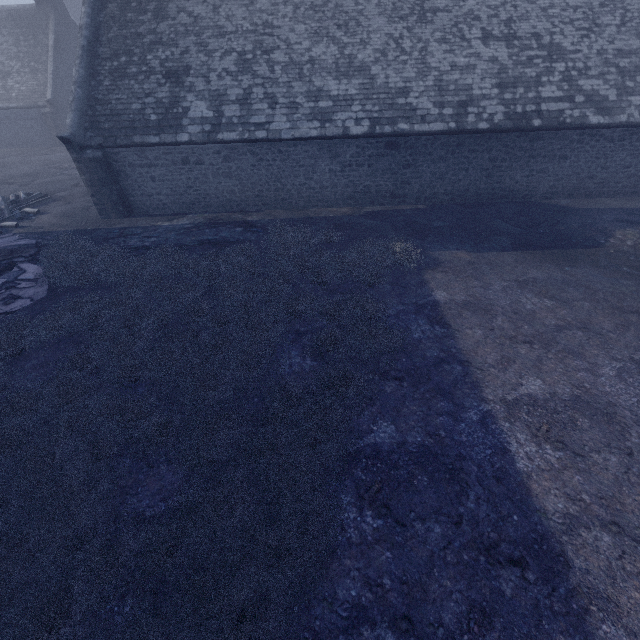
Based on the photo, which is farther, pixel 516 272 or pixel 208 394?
pixel 516 272
